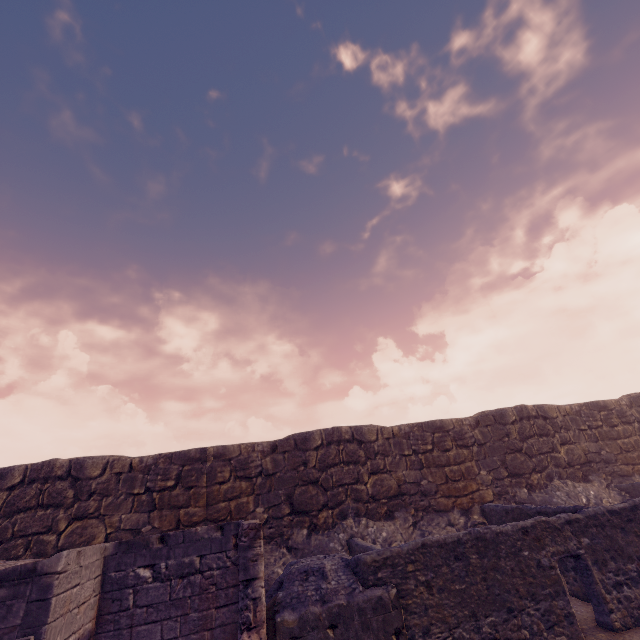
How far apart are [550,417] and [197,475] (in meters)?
13.67
